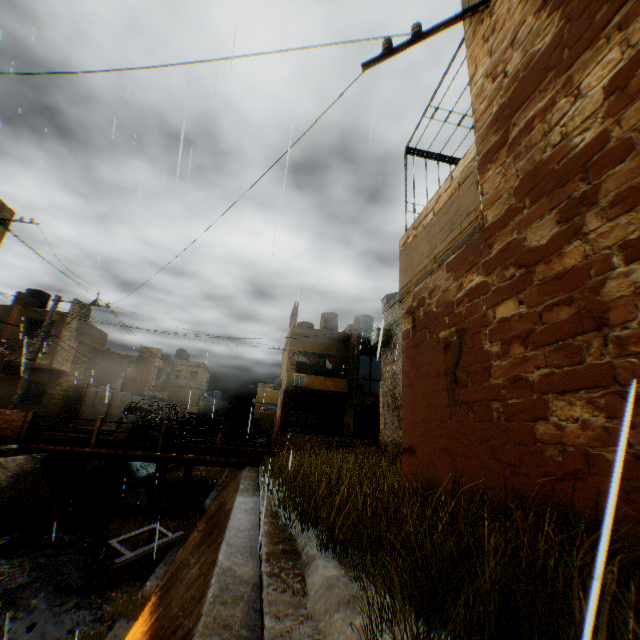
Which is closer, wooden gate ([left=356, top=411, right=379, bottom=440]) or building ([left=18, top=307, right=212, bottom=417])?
building ([left=18, top=307, right=212, bottom=417])

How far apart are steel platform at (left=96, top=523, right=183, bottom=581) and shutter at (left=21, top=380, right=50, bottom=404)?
17.90m

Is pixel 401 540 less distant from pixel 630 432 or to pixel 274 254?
pixel 630 432

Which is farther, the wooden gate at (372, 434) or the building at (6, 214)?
the wooden gate at (372, 434)

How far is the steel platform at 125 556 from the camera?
8.4m

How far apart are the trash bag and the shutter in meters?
18.5

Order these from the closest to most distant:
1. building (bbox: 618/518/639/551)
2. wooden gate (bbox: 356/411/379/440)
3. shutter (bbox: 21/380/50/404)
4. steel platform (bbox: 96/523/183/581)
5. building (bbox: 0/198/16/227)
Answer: building (bbox: 618/518/639/551) → steel platform (bbox: 96/523/183/581) → building (bbox: 0/198/16/227) → shutter (bbox: 21/380/50/404) → wooden gate (bbox: 356/411/379/440)

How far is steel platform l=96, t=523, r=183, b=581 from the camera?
8.41m
